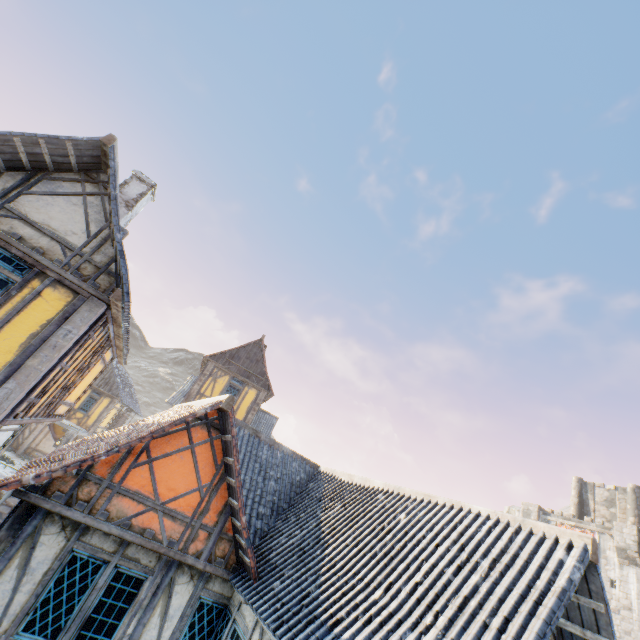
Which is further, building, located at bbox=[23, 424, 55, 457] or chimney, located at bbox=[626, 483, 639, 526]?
chimney, located at bbox=[626, 483, 639, 526]

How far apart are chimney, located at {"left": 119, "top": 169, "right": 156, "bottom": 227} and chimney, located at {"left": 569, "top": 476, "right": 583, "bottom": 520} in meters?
46.6 m

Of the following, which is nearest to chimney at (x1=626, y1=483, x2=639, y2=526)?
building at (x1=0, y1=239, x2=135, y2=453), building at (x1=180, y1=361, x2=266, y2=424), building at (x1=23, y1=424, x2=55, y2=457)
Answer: building at (x1=180, y1=361, x2=266, y2=424)

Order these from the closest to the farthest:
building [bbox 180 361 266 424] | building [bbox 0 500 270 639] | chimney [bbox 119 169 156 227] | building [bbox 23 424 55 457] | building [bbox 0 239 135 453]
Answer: building [bbox 0 500 270 639]
building [bbox 0 239 135 453]
chimney [bbox 119 169 156 227]
building [bbox 180 361 266 424]
building [bbox 23 424 55 457]

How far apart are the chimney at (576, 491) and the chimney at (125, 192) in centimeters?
4655cm

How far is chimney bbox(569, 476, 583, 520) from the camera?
33.5 meters

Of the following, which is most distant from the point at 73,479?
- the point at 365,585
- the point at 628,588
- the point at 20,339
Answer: the point at 628,588

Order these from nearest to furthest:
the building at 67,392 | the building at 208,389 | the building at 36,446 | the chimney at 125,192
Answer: the building at 67,392
the chimney at 125,192
the building at 208,389
the building at 36,446
